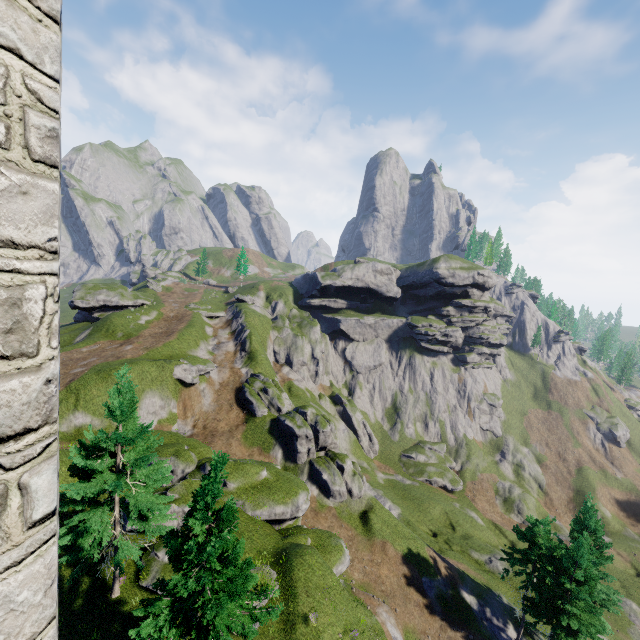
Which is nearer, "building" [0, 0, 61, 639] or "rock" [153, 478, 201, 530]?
"building" [0, 0, 61, 639]

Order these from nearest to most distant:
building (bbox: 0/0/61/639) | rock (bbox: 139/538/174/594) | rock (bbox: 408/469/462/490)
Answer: building (bbox: 0/0/61/639)
rock (bbox: 139/538/174/594)
rock (bbox: 408/469/462/490)

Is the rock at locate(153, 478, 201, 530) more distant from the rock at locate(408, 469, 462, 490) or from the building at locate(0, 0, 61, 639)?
the rock at locate(408, 469, 462, 490)

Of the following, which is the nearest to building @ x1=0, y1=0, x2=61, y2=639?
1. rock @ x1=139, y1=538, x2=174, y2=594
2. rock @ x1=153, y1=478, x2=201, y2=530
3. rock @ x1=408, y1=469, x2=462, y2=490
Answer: rock @ x1=139, y1=538, x2=174, y2=594

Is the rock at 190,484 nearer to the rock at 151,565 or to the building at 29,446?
the rock at 151,565

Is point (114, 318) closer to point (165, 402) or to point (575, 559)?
point (165, 402)

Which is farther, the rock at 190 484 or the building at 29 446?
the rock at 190 484
